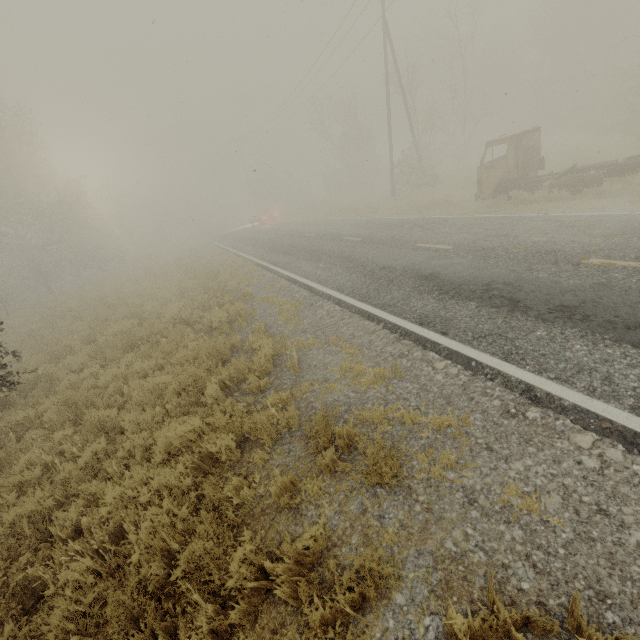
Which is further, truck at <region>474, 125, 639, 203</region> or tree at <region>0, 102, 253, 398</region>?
tree at <region>0, 102, 253, 398</region>

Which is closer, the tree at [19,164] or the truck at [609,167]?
the truck at [609,167]

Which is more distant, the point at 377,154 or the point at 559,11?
the point at 377,154
